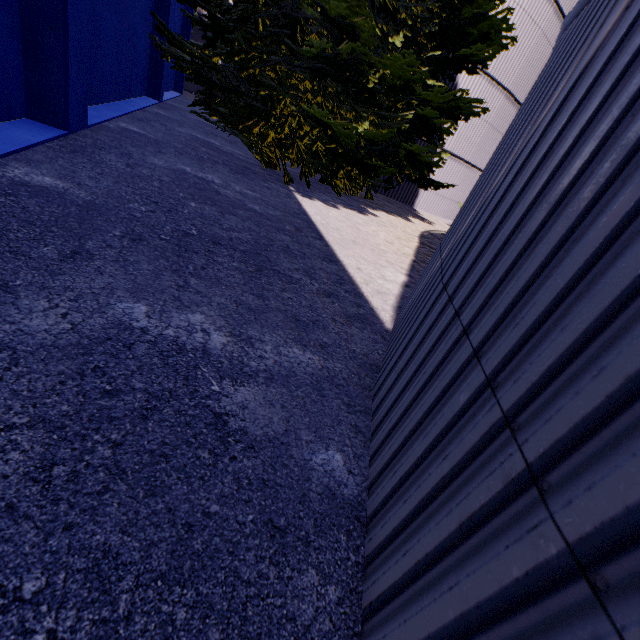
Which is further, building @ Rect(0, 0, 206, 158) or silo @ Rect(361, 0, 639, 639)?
building @ Rect(0, 0, 206, 158)

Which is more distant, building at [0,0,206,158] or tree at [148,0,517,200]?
tree at [148,0,517,200]

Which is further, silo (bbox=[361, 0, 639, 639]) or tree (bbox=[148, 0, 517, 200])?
tree (bbox=[148, 0, 517, 200])

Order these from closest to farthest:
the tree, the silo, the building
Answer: the silo
the building
the tree

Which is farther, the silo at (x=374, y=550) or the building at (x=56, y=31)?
the building at (x=56, y=31)

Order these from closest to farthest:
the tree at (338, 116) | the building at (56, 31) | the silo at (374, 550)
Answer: the silo at (374, 550) < the building at (56, 31) < the tree at (338, 116)

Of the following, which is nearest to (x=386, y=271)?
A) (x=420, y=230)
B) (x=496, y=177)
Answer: (x=496, y=177)
